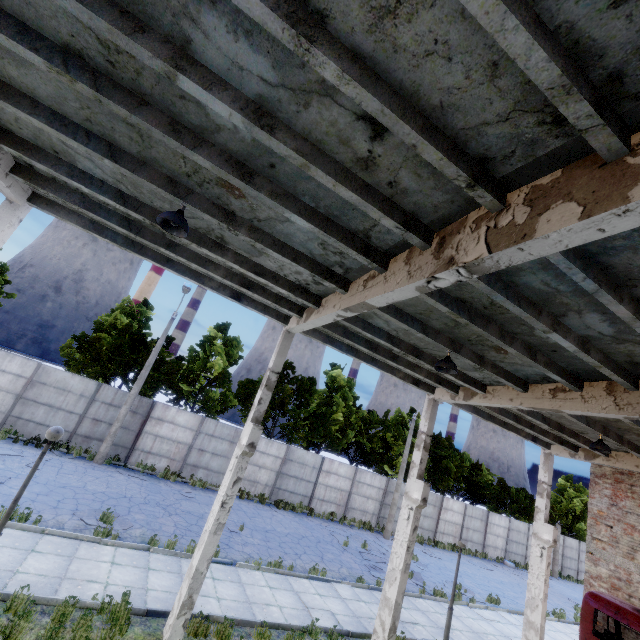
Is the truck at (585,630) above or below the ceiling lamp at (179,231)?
below

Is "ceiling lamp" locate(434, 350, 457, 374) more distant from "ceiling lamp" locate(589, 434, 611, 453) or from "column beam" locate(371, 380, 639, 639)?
"ceiling lamp" locate(589, 434, 611, 453)

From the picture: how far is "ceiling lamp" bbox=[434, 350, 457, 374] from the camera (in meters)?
7.37

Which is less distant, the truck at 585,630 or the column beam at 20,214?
the column beam at 20,214

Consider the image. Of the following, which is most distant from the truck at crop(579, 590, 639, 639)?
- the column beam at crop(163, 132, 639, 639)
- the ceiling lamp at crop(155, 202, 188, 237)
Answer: the ceiling lamp at crop(155, 202, 188, 237)

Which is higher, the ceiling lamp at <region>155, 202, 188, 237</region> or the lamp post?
the ceiling lamp at <region>155, 202, 188, 237</region>

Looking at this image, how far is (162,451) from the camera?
19.0m

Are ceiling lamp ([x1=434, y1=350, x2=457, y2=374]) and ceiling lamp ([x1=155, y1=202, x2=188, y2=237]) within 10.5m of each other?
yes
